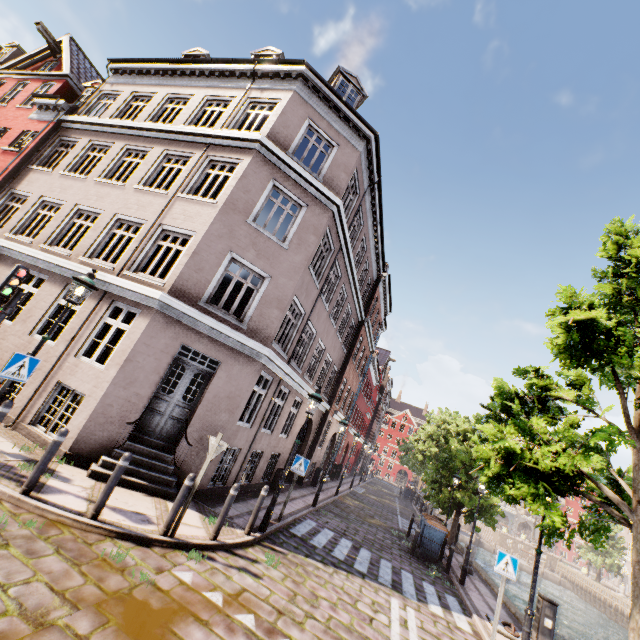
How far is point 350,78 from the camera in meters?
13.4 m

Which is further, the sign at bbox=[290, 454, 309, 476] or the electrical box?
the sign at bbox=[290, 454, 309, 476]

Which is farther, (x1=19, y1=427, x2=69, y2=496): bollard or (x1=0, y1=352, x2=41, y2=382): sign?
(x1=0, y1=352, x2=41, y2=382): sign

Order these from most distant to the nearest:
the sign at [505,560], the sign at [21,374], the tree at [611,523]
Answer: the sign at [505,560], the sign at [21,374], the tree at [611,523]

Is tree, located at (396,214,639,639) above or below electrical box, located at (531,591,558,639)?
above

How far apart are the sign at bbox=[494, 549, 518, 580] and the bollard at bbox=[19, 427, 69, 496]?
10.1 meters

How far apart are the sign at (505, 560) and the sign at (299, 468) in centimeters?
537cm

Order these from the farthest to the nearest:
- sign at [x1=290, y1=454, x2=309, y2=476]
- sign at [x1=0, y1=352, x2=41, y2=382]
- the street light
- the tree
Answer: sign at [x1=290, y1=454, x2=309, y2=476] < the street light < sign at [x1=0, y1=352, x2=41, y2=382] < the tree
